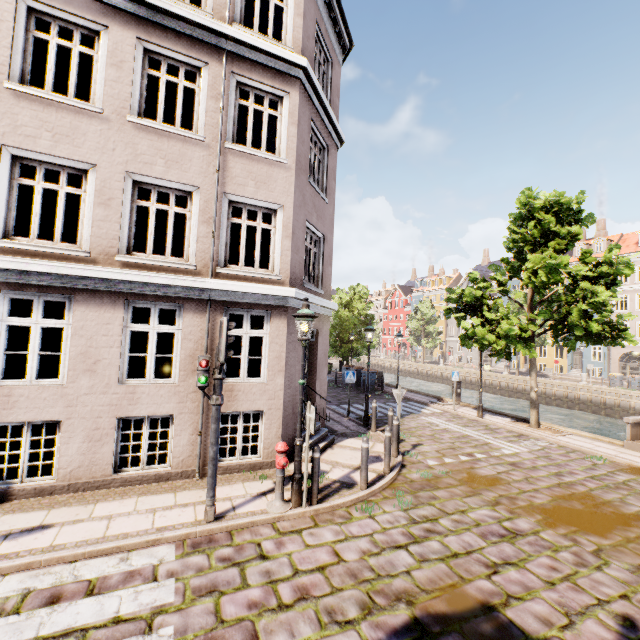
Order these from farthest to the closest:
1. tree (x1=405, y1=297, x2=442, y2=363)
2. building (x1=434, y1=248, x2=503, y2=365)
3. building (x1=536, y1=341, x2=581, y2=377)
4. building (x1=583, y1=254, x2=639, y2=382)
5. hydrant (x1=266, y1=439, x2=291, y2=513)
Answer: building (x1=434, y1=248, x2=503, y2=365)
tree (x1=405, y1=297, x2=442, y2=363)
building (x1=536, y1=341, x2=581, y2=377)
building (x1=583, y1=254, x2=639, y2=382)
hydrant (x1=266, y1=439, x2=291, y2=513)

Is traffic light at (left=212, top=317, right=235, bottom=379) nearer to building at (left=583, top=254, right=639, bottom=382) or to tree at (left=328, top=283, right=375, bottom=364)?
tree at (left=328, top=283, right=375, bottom=364)

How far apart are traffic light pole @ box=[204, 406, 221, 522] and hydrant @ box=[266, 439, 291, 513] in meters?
0.9

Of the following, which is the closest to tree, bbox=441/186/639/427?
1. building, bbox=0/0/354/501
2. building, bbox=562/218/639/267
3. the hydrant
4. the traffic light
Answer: building, bbox=0/0/354/501

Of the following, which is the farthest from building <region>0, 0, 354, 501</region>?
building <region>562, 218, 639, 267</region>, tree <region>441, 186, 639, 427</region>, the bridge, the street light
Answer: building <region>562, 218, 639, 267</region>

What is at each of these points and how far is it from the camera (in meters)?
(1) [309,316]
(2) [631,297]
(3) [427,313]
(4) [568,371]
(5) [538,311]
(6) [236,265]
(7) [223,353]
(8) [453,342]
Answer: (1) street light, 6.16
(2) building, 34.47
(3) tree, 48.62
(4) building, 39.09
(5) tree, 11.98
(6) building, 19.69
(7) traffic light, 5.34
(8) building, 56.44

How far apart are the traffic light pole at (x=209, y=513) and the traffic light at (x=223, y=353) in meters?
0.4

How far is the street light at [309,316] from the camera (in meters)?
6.10
